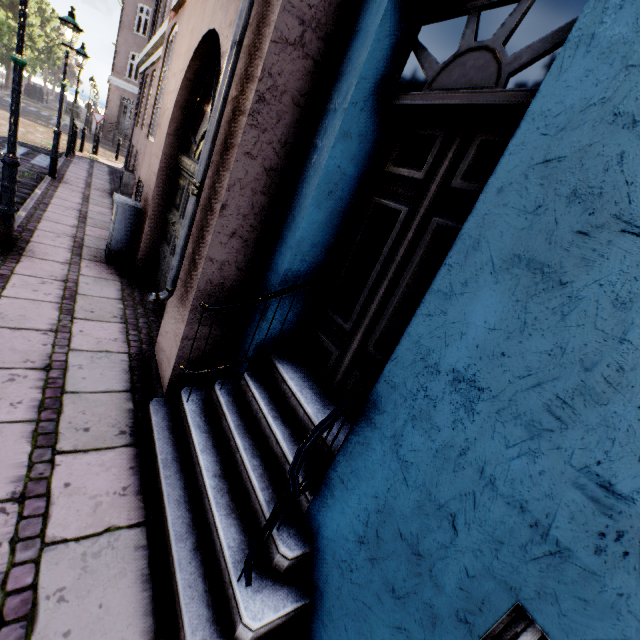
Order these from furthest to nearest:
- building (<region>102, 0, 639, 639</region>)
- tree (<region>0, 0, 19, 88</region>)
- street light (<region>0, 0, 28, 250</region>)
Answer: tree (<region>0, 0, 19, 88</region>) < street light (<region>0, 0, 28, 250</region>) < building (<region>102, 0, 639, 639</region>)

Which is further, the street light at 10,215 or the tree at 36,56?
the tree at 36,56

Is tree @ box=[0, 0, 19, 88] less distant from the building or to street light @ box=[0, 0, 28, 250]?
street light @ box=[0, 0, 28, 250]

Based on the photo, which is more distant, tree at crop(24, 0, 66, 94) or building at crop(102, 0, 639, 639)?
tree at crop(24, 0, 66, 94)

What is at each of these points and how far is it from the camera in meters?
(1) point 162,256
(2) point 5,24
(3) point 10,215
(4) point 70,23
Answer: (1) building, 4.9
(2) tree, 21.8
(3) street light, 4.3
(4) street light, 7.5

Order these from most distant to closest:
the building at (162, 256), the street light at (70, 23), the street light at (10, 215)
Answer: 1. the street light at (70, 23)
2. the street light at (10, 215)
3. the building at (162, 256)
